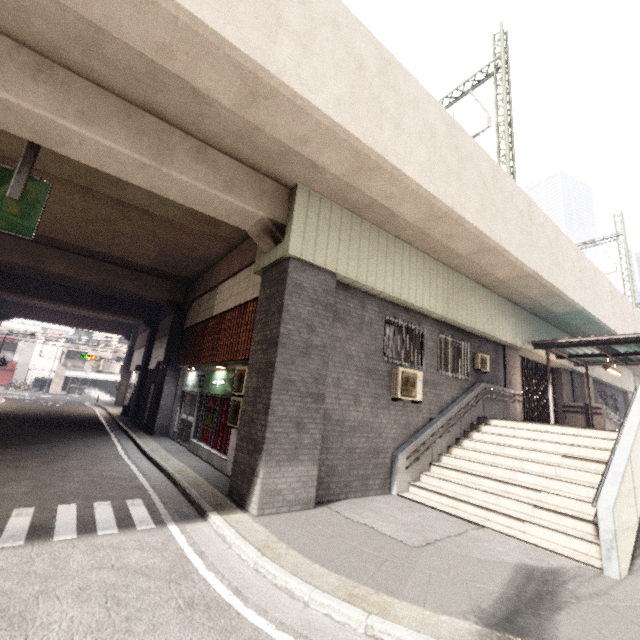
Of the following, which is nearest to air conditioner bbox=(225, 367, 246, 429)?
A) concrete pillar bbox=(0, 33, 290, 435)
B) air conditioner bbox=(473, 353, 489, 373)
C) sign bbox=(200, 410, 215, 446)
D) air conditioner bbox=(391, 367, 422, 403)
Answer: concrete pillar bbox=(0, 33, 290, 435)

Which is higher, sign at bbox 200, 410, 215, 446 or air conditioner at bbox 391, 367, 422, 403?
air conditioner at bbox 391, 367, 422, 403

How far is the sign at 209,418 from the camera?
10.4m

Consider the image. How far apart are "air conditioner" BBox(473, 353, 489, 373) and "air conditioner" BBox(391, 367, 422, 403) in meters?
3.3

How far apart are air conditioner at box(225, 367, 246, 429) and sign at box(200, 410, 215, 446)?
2.04m

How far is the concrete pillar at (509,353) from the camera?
13.1 meters

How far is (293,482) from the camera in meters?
6.4 m

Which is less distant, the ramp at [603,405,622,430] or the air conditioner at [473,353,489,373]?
the air conditioner at [473,353,489,373]
